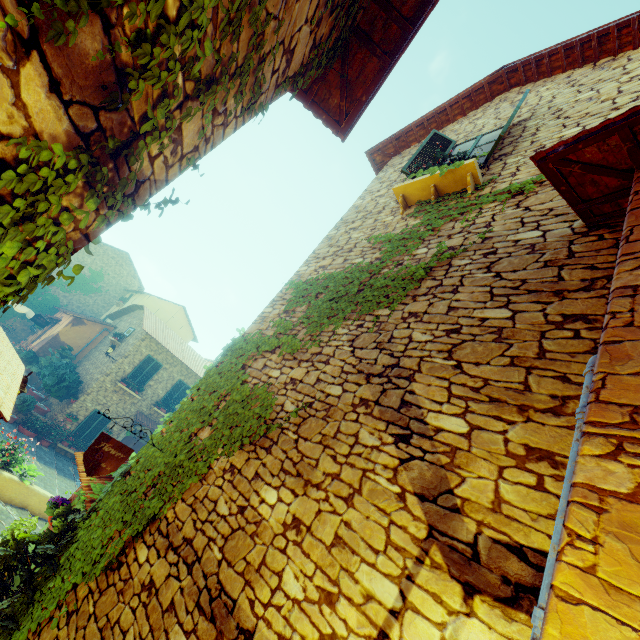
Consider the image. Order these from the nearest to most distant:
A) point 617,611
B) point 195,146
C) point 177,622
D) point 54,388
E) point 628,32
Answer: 1. point 617,611
2. point 195,146
3. point 177,622
4. point 628,32
5. point 54,388

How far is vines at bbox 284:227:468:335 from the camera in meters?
4.3 m

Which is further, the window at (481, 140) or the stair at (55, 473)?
the stair at (55, 473)

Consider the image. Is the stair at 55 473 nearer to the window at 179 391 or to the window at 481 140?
the window at 179 391

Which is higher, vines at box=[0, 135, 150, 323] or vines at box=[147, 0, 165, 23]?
vines at box=[147, 0, 165, 23]

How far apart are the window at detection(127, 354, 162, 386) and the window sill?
17.49m

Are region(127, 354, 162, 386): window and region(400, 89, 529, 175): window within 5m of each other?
no

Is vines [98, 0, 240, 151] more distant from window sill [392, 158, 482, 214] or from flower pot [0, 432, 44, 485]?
flower pot [0, 432, 44, 485]
